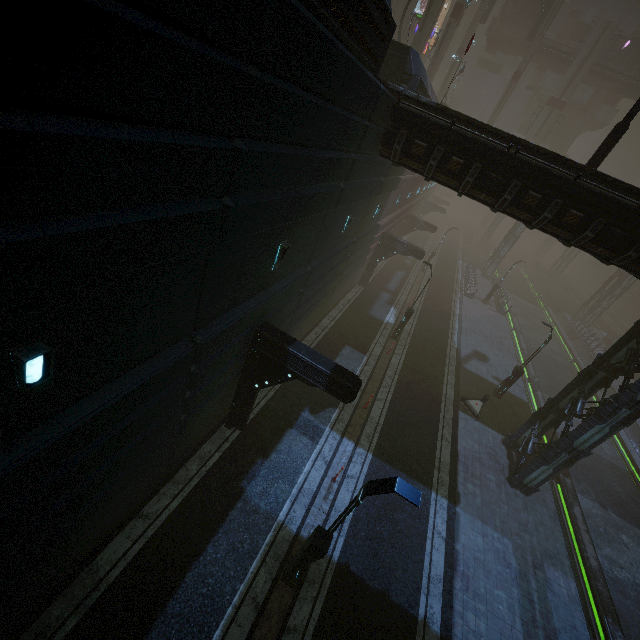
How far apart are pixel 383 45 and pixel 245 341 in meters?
9.0

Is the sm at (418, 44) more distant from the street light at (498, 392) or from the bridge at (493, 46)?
the bridge at (493, 46)

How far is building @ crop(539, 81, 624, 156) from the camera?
48.59m

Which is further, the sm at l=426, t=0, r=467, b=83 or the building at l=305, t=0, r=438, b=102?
the sm at l=426, t=0, r=467, b=83

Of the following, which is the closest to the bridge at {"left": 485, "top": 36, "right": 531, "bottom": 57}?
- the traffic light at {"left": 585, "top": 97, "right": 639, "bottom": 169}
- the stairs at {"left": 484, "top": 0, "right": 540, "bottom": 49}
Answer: the stairs at {"left": 484, "top": 0, "right": 540, "bottom": 49}

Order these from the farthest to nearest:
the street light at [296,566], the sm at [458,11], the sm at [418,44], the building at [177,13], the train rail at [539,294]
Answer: the sm at [458,11]
the train rail at [539,294]
the sm at [418,44]
the street light at [296,566]
the building at [177,13]

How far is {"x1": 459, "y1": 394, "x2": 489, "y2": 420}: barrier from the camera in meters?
18.3 m

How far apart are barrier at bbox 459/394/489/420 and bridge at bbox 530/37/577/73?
49.67m
